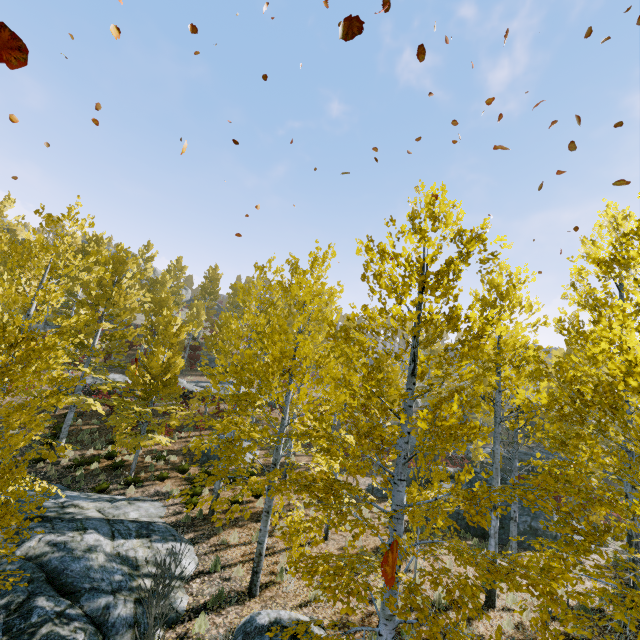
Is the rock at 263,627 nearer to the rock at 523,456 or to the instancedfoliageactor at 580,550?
the instancedfoliageactor at 580,550

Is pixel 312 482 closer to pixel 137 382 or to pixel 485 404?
pixel 485 404

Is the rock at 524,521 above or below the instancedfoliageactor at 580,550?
below

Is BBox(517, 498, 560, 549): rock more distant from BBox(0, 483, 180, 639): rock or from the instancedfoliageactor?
BBox(0, 483, 180, 639): rock

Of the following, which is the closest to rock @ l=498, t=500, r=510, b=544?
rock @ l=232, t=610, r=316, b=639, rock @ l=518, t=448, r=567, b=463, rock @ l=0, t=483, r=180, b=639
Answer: rock @ l=0, t=483, r=180, b=639

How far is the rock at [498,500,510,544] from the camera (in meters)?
13.18

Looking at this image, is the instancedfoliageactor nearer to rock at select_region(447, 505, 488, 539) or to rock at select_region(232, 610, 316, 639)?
rock at select_region(232, 610, 316, 639)

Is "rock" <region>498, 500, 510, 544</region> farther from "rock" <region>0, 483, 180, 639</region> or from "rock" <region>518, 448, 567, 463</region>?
"rock" <region>518, 448, 567, 463</region>
